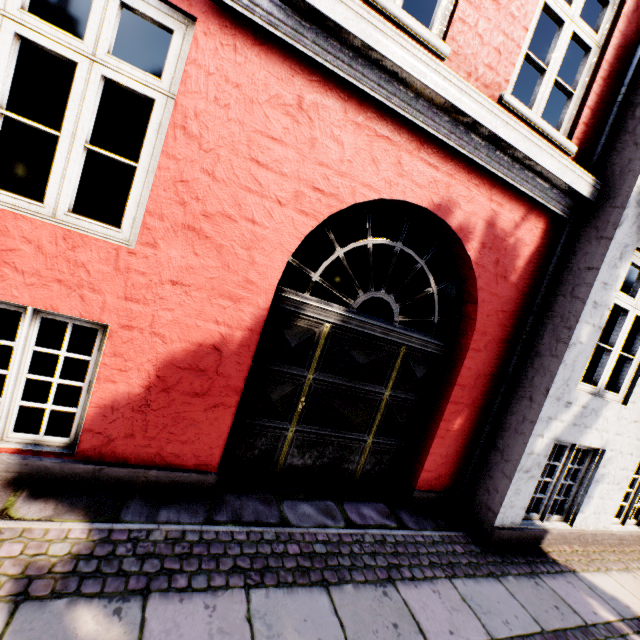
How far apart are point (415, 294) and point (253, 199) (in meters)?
4.35
